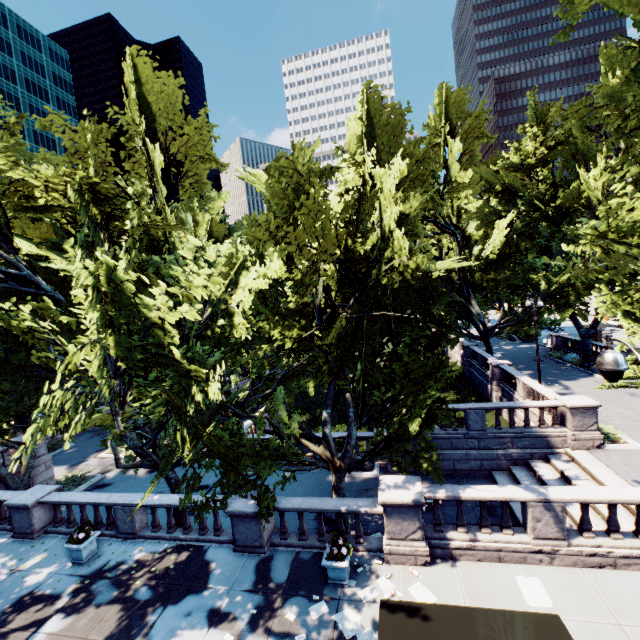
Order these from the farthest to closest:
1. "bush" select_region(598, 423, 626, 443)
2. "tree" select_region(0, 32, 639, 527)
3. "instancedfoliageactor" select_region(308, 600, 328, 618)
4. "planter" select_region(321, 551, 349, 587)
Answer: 1. "bush" select_region(598, 423, 626, 443)
2. "planter" select_region(321, 551, 349, 587)
3. "instancedfoliageactor" select_region(308, 600, 328, 618)
4. "tree" select_region(0, 32, 639, 527)

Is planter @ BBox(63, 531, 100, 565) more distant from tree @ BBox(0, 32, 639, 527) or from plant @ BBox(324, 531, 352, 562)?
plant @ BBox(324, 531, 352, 562)

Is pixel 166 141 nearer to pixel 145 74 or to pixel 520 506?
pixel 145 74

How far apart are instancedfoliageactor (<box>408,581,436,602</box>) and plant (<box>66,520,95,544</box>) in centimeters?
1150cm

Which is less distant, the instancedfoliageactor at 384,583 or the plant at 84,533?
the instancedfoliageactor at 384,583

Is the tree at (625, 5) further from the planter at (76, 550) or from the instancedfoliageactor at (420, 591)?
the instancedfoliageactor at (420, 591)

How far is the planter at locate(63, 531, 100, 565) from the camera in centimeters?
1176cm

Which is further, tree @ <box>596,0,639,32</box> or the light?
tree @ <box>596,0,639,32</box>
